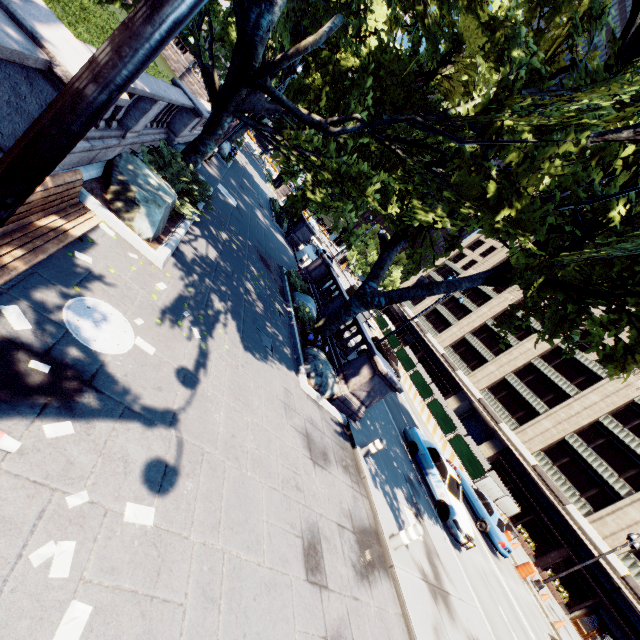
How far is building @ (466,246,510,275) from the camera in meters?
57.5

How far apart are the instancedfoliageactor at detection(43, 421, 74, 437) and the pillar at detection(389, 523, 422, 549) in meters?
7.5 m

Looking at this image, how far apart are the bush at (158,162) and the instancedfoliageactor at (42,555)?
8.8 meters

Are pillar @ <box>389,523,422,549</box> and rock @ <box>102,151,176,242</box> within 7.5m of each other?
no

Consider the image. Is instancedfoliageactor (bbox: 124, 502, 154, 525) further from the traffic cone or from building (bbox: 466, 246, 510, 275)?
building (bbox: 466, 246, 510, 275)

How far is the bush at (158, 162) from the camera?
9.26m

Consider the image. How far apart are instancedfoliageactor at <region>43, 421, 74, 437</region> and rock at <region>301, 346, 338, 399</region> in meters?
7.4 m

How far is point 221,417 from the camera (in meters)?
5.74
